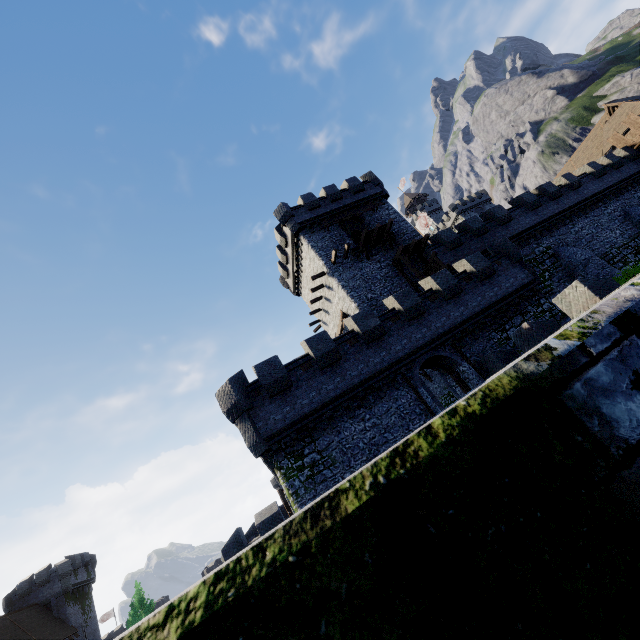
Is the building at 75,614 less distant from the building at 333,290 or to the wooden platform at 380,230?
the building at 333,290

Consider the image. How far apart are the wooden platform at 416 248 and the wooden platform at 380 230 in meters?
1.3

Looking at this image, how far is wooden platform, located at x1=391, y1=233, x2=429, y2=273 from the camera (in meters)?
25.92

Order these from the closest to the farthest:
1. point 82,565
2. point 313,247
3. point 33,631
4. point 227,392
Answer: point 227,392 < point 313,247 < point 33,631 < point 82,565

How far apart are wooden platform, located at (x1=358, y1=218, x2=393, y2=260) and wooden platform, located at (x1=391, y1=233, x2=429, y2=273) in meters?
1.3 m

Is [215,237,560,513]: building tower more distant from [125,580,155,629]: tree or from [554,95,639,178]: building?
[554,95,639,178]: building

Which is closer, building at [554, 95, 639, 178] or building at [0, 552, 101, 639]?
building at [0, 552, 101, 639]

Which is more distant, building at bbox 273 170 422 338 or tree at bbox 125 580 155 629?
tree at bbox 125 580 155 629
